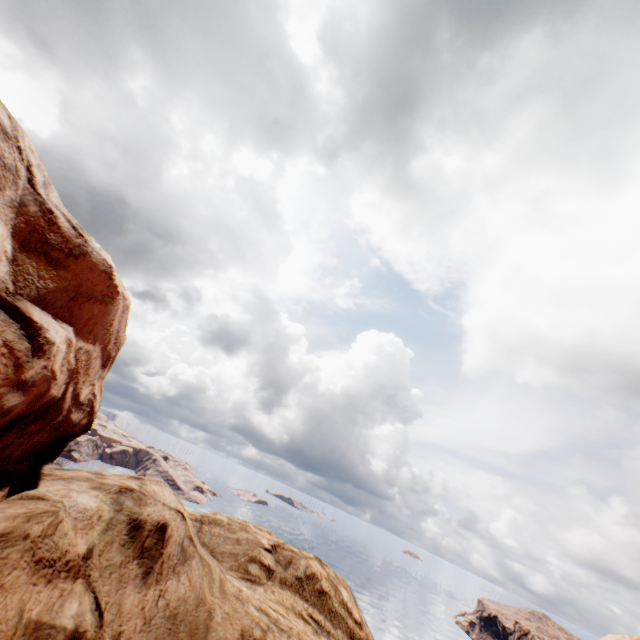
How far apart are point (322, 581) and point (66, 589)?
6.20m
